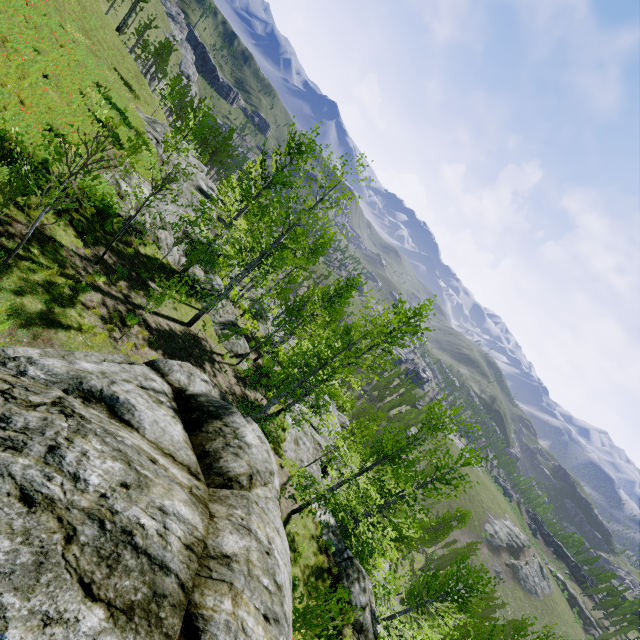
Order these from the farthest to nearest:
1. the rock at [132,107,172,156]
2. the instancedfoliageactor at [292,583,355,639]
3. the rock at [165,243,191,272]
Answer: the rock at [132,107,172,156] → the rock at [165,243,191,272] → the instancedfoliageactor at [292,583,355,639]

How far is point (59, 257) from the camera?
9.48m

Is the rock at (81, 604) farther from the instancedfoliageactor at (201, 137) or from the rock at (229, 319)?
the instancedfoliageactor at (201, 137)

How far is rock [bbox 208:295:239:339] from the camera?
19.3 meters

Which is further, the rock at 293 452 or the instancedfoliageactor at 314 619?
the rock at 293 452

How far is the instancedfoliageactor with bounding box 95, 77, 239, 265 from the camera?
9.9 meters

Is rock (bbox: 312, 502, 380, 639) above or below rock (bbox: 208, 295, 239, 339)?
above

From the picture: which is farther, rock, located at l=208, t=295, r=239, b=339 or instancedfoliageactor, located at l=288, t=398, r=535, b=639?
rock, located at l=208, t=295, r=239, b=339
